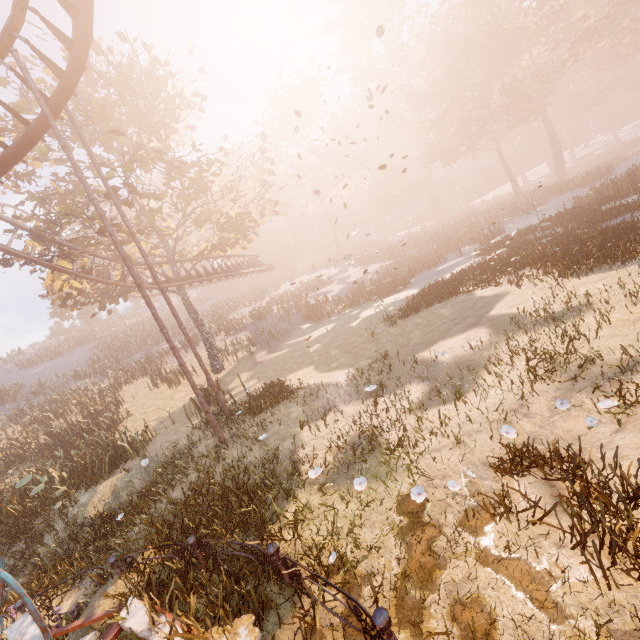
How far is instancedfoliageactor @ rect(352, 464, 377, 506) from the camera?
5.3 meters

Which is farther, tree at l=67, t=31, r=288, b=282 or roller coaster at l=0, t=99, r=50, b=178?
tree at l=67, t=31, r=288, b=282

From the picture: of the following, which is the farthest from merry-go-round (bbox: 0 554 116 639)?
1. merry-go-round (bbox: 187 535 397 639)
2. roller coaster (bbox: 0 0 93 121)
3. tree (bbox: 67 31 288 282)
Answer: tree (bbox: 67 31 288 282)

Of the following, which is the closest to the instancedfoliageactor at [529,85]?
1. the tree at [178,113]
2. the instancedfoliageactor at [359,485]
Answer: the instancedfoliageactor at [359,485]

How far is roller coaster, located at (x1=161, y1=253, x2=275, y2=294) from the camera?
21.6 meters

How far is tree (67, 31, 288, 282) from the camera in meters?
16.0

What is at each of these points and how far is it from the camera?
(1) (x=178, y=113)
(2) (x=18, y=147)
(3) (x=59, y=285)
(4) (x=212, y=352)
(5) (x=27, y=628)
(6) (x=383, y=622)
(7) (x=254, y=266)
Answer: (1) tree, 21.4m
(2) roller coaster, 8.9m
(3) tree, 17.1m
(4) tree, 21.5m
(5) merry-go-round, 5.3m
(6) merry-go-round, 3.0m
(7) roller coaster, 30.4m

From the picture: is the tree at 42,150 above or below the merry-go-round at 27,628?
above
